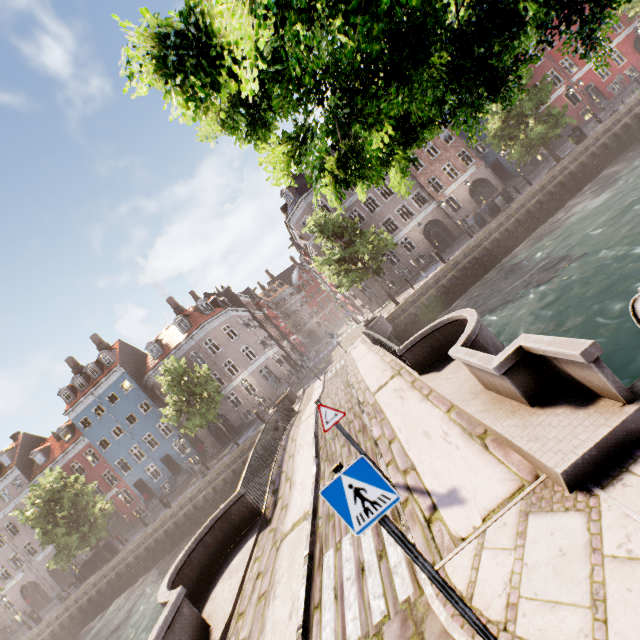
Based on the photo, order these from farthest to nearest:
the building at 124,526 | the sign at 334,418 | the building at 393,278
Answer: the building at 124,526 < the building at 393,278 < the sign at 334,418

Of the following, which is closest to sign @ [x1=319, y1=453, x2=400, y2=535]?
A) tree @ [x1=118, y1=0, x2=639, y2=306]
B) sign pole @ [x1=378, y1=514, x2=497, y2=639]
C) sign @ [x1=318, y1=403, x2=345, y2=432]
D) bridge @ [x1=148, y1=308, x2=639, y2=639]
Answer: sign pole @ [x1=378, y1=514, x2=497, y2=639]

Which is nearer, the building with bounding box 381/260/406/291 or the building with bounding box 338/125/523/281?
the building with bounding box 338/125/523/281

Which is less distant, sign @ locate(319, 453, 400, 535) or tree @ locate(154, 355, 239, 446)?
sign @ locate(319, 453, 400, 535)

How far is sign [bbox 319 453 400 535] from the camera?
2.6m

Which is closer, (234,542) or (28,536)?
(234,542)

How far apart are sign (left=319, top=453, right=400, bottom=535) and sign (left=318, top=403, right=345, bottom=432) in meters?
2.9

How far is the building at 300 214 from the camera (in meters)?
33.41
